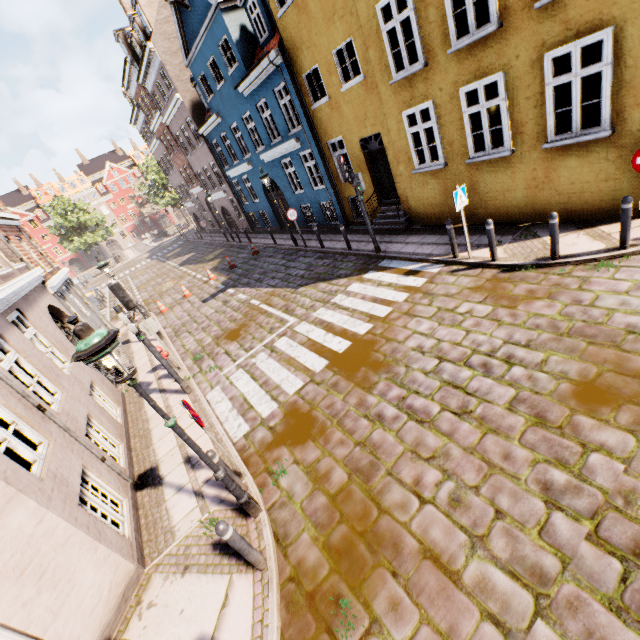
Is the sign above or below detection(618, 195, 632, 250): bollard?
above

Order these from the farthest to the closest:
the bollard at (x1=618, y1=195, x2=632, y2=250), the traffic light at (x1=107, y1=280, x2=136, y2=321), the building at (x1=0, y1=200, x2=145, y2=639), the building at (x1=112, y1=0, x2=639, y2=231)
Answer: the traffic light at (x1=107, y1=280, x2=136, y2=321), the building at (x1=112, y1=0, x2=639, y2=231), the bollard at (x1=618, y1=195, x2=632, y2=250), the building at (x1=0, y1=200, x2=145, y2=639)

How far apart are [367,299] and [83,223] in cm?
5170

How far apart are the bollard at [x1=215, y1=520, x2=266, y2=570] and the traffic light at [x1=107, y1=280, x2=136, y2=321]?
5.6 meters

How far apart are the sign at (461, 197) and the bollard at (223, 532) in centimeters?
800cm

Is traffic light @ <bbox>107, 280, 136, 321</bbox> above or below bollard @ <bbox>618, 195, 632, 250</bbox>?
above

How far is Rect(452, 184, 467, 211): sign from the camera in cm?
783

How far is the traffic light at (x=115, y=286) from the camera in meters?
7.4
